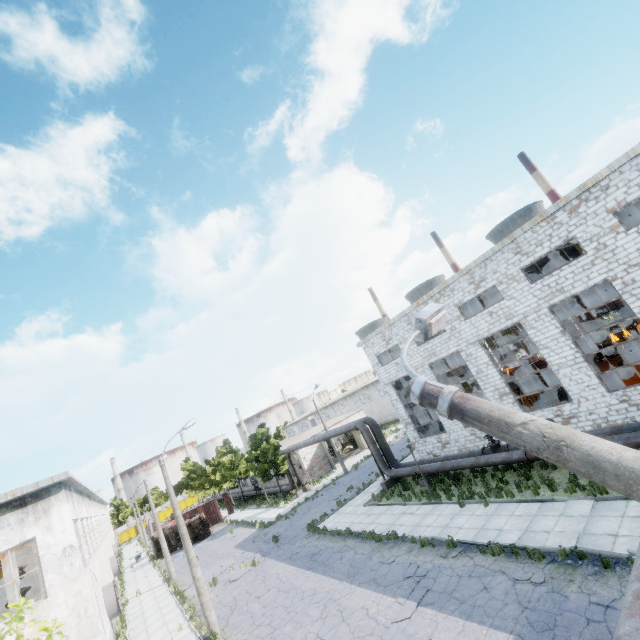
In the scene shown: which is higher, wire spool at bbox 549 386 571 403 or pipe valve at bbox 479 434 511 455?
pipe valve at bbox 479 434 511 455

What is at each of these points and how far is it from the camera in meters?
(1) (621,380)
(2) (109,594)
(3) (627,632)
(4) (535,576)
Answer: (1) cable machine, 18.0 m
(2) fan, 20.7 m
(3) pipe, 1.9 m
(4) asphalt debris, 9.9 m

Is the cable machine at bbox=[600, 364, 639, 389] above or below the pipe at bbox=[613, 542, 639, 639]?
below

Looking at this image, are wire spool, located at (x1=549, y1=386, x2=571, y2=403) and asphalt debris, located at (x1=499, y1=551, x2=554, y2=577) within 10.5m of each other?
no

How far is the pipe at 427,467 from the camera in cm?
1642

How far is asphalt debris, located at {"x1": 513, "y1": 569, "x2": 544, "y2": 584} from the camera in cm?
966

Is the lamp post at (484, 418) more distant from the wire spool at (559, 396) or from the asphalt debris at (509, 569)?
the wire spool at (559, 396)

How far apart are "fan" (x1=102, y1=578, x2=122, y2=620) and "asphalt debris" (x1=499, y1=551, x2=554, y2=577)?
23.4 meters
